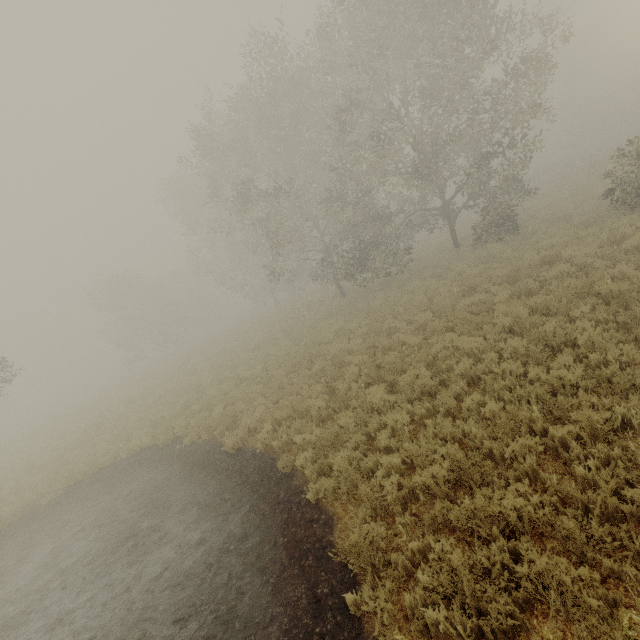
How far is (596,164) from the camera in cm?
3064
